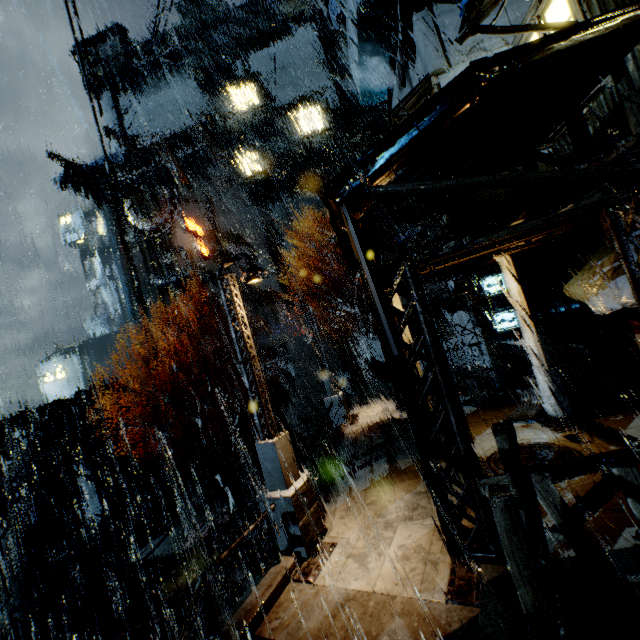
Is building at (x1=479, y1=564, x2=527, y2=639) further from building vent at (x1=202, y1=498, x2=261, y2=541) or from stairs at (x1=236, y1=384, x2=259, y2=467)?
building vent at (x1=202, y1=498, x2=261, y2=541)

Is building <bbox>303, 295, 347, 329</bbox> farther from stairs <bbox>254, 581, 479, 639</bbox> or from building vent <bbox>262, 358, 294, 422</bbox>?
building vent <bbox>262, 358, 294, 422</bbox>

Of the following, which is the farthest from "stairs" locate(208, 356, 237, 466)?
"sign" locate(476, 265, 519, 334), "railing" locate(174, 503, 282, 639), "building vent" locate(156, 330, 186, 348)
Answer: "sign" locate(476, 265, 519, 334)

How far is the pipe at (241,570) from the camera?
14.1 meters

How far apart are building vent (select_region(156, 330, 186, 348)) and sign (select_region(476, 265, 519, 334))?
36.7 meters

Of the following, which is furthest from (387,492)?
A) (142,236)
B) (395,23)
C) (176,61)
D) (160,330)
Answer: (176,61)

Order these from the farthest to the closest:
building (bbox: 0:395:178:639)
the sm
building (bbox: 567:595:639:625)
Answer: the sm
building (bbox: 0:395:178:639)
building (bbox: 567:595:639:625)

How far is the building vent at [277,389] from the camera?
32.5 meters
